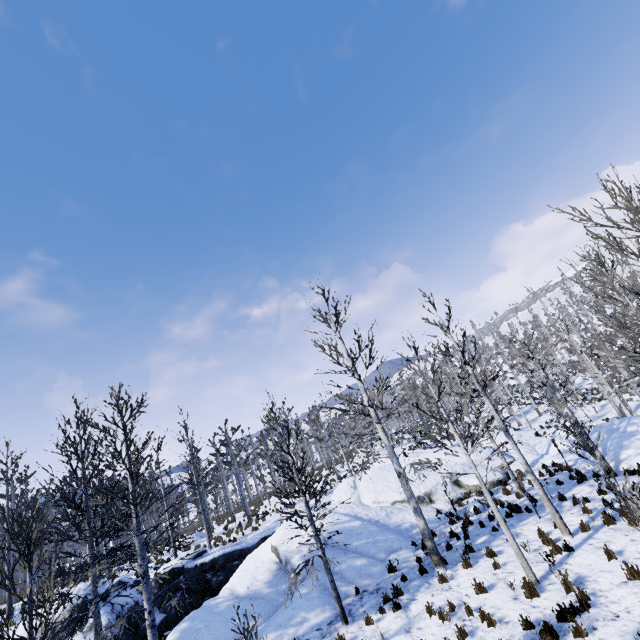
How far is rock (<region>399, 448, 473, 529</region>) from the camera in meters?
16.3 m

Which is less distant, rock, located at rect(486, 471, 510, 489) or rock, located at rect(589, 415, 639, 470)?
rock, located at rect(589, 415, 639, 470)

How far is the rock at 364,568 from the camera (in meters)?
11.84

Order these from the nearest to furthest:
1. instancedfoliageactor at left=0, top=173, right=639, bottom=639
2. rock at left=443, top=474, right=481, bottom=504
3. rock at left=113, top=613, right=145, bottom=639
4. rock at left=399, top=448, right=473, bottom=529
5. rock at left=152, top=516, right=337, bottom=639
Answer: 1. instancedfoliageactor at left=0, top=173, right=639, bottom=639
2. rock at left=152, top=516, right=337, bottom=639
3. rock at left=113, top=613, right=145, bottom=639
4. rock at left=399, top=448, right=473, bottom=529
5. rock at left=443, top=474, right=481, bottom=504

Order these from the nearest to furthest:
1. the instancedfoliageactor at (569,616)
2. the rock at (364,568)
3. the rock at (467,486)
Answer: the instancedfoliageactor at (569,616) < the rock at (364,568) < the rock at (467,486)

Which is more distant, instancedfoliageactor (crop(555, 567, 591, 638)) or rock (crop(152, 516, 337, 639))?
rock (crop(152, 516, 337, 639))

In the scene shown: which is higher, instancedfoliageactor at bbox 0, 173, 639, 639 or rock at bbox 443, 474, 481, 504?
instancedfoliageactor at bbox 0, 173, 639, 639

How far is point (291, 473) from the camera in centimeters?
4641cm
